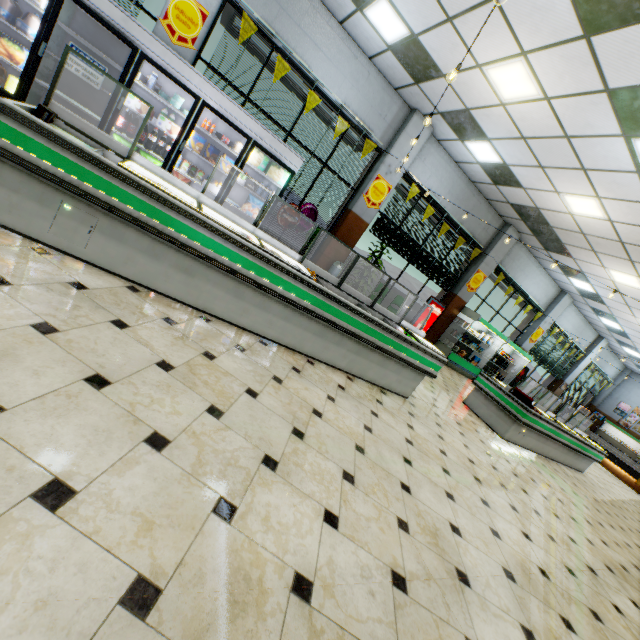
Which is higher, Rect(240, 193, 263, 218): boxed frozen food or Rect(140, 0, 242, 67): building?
Rect(140, 0, 242, 67): building

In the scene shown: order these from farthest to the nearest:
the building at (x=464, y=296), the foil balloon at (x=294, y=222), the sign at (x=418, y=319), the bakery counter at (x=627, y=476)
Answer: the bakery counter at (x=627, y=476), the sign at (x=418, y=319), the foil balloon at (x=294, y=222), the building at (x=464, y=296)

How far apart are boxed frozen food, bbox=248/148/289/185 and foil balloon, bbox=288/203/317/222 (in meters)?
0.41

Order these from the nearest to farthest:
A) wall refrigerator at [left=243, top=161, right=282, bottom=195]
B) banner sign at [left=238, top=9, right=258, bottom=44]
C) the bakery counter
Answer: banner sign at [left=238, top=9, right=258, bottom=44] → wall refrigerator at [left=243, top=161, right=282, bottom=195] → the bakery counter

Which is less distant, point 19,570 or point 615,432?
point 19,570

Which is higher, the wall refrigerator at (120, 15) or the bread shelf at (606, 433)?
the wall refrigerator at (120, 15)

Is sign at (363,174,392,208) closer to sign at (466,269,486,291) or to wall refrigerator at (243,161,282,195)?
wall refrigerator at (243,161,282,195)

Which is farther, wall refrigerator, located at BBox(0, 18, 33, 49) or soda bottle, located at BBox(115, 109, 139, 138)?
soda bottle, located at BBox(115, 109, 139, 138)
